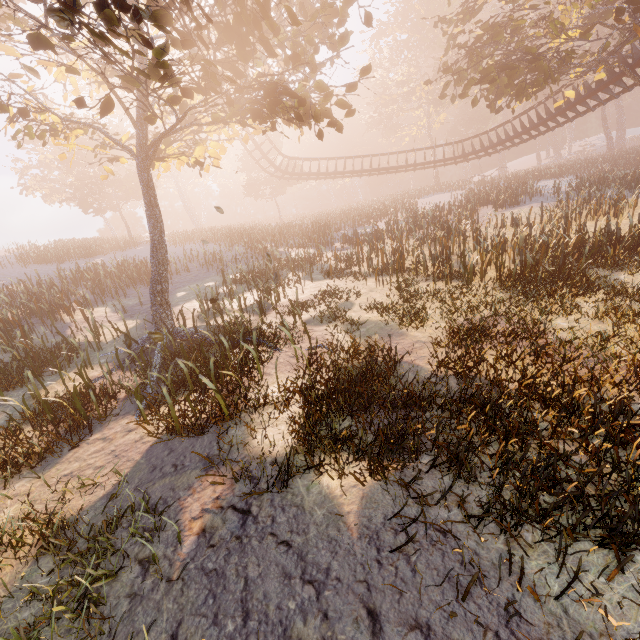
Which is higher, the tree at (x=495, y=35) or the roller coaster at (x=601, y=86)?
the tree at (x=495, y=35)

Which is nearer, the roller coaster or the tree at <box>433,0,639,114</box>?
the tree at <box>433,0,639,114</box>

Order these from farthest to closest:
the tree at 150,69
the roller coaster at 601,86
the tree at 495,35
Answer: the roller coaster at 601,86, the tree at 495,35, the tree at 150,69

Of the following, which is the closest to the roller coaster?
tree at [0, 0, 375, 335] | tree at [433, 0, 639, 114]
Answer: tree at [433, 0, 639, 114]

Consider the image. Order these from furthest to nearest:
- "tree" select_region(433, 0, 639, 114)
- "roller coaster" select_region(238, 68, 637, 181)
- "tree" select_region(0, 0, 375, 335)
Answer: "roller coaster" select_region(238, 68, 637, 181) → "tree" select_region(433, 0, 639, 114) → "tree" select_region(0, 0, 375, 335)

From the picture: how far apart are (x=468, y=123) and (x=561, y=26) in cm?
3743

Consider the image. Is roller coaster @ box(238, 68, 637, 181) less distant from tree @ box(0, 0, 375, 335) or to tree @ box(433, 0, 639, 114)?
tree @ box(433, 0, 639, 114)
